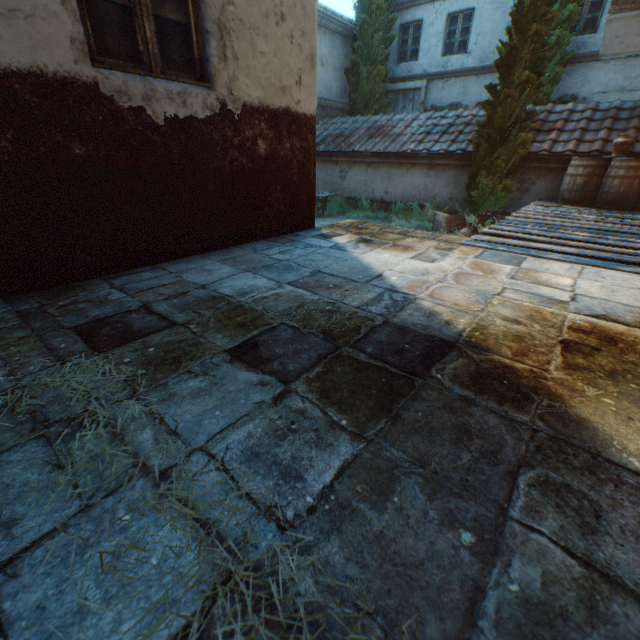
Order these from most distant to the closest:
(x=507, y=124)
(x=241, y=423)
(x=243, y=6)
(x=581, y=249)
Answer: (x=507, y=124) < (x=581, y=249) < (x=243, y=6) < (x=241, y=423)

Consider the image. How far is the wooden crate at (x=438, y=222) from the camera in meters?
8.6 m

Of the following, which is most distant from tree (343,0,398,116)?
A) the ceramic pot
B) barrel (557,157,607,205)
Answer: the ceramic pot

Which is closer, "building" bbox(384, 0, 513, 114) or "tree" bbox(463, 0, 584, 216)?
"tree" bbox(463, 0, 584, 216)

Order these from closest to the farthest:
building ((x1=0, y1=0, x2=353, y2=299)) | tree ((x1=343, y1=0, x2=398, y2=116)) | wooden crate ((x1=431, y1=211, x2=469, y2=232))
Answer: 1. building ((x1=0, y1=0, x2=353, y2=299))
2. wooden crate ((x1=431, y1=211, x2=469, y2=232))
3. tree ((x1=343, y1=0, x2=398, y2=116))

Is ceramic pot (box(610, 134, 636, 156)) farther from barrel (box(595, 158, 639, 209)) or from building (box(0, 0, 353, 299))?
building (box(0, 0, 353, 299))

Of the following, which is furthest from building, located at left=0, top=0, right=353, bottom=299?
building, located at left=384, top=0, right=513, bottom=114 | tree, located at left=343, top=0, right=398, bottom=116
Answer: building, located at left=384, top=0, right=513, bottom=114

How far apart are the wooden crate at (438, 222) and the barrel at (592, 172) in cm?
188
